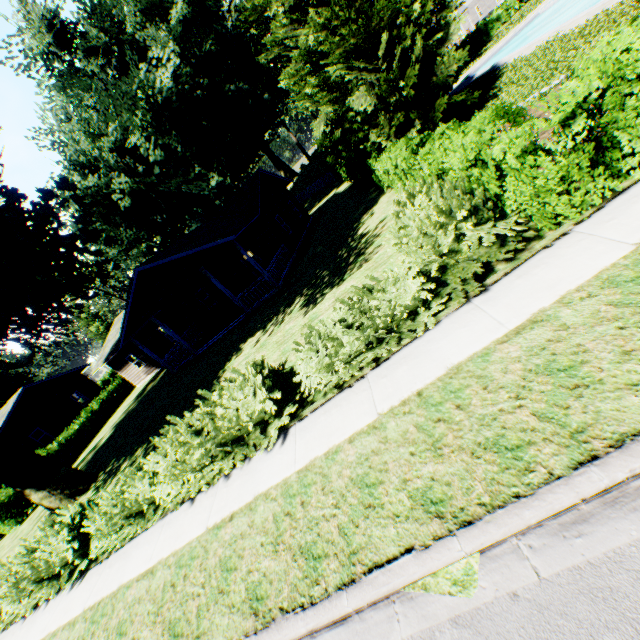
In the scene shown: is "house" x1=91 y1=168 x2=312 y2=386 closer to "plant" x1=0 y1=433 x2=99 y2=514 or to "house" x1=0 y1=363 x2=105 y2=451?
"plant" x1=0 y1=433 x2=99 y2=514

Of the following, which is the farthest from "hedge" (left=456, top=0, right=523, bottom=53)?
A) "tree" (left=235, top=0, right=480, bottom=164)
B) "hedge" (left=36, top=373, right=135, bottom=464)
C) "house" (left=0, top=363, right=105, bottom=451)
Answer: "hedge" (left=36, top=373, right=135, bottom=464)

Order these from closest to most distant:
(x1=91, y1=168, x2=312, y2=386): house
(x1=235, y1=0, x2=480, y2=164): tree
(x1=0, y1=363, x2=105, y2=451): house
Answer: (x1=235, y1=0, x2=480, y2=164): tree → (x1=91, y1=168, x2=312, y2=386): house → (x1=0, y1=363, x2=105, y2=451): house

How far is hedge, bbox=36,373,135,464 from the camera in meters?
24.3

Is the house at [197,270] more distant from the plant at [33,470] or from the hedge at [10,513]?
the hedge at [10,513]

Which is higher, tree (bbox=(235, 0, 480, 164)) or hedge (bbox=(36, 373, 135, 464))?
tree (bbox=(235, 0, 480, 164))

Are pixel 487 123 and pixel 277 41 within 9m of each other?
no

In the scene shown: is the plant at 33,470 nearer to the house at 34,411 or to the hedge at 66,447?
the house at 34,411
